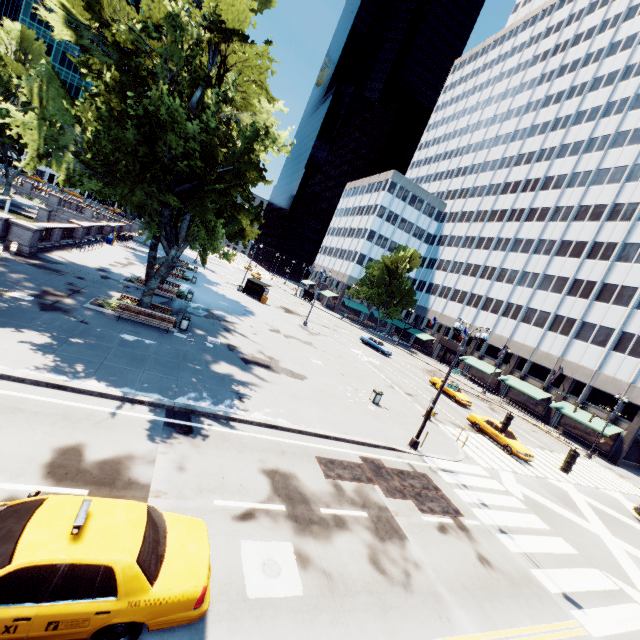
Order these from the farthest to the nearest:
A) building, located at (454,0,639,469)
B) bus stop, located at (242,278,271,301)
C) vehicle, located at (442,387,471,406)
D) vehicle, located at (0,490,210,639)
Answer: bus stop, located at (242,278,271,301) < building, located at (454,0,639,469) < vehicle, located at (442,387,471,406) < vehicle, located at (0,490,210,639)

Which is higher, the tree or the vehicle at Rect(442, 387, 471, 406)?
the tree

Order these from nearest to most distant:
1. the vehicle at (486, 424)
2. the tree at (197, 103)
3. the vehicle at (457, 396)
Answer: the tree at (197, 103) → the vehicle at (486, 424) → the vehicle at (457, 396)

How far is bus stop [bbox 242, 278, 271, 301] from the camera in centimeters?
4331cm

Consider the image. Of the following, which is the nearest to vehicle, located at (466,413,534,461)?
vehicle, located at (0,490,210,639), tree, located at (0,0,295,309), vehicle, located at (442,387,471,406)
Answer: vehicle, located at (442,387,471,406)

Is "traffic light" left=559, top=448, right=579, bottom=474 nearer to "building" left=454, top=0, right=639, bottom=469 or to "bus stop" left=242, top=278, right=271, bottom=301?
"building" left=454, top=0, right=639, bottom=469

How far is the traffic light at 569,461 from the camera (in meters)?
11.10

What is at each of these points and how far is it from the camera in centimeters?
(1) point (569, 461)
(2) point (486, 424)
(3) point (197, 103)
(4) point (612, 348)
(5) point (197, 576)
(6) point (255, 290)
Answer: (1) traffic light, 1115cm
(2) vehicle, 2548cm
(3) tree, 1570cm
(4) building, 3894cm
(5) vehicle, 568cm
(6) bus stop, 4375cm
